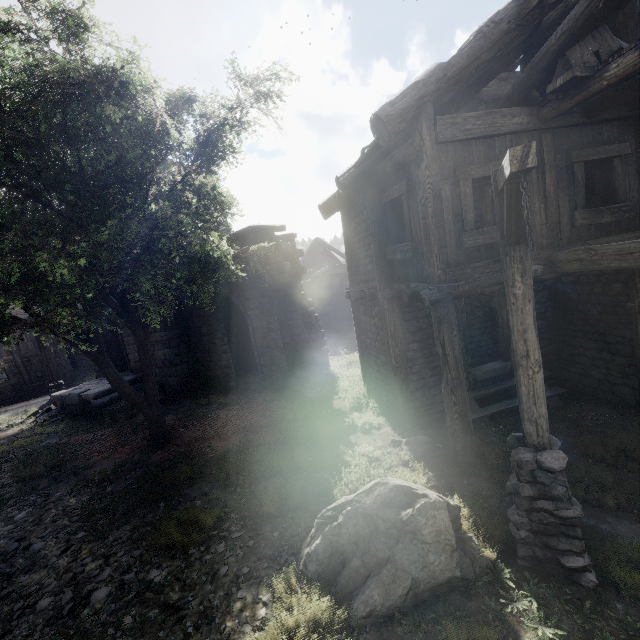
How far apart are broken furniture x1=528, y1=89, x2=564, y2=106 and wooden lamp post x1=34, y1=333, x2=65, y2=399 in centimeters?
2095cm

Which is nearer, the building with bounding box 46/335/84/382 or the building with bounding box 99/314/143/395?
the building with bounding box 99/314/143/395

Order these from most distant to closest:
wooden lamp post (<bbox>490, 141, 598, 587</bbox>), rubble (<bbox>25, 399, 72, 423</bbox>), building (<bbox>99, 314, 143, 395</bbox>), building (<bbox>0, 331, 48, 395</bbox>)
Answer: building (<bbox>0, 331, 48, 395</bbox>), building (<bbox>99, 314, 143, 395</bbox>), rubble (<bbox>25, 399, 72, 423</bbox>), wooden lamp post (<bbox>490, 141, 598, 587</bbox>)

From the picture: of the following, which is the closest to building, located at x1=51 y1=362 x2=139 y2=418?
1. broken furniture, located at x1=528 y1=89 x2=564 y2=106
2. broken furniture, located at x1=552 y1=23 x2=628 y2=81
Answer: broken furniture, located at x1=528 y1=89 x2=564 y2=106

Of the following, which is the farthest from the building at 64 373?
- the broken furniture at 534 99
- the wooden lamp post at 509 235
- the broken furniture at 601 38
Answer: the wooden lamp post at 509 235

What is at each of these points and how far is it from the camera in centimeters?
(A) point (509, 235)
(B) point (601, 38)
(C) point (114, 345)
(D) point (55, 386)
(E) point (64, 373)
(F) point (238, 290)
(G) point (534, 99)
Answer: (A) wooden lamp post, 370cm
(B) broken furniture, 484cm
(C) building, 1662cm
(D) wooden lamp post, 1622cm
(E) building, 2425cm
(F) building, 1334cm
(G) broken furniture, 589cm

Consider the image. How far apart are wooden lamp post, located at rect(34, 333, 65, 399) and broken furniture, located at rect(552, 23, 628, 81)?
21.1m

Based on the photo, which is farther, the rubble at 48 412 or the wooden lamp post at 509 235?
the rubble at 48 412
